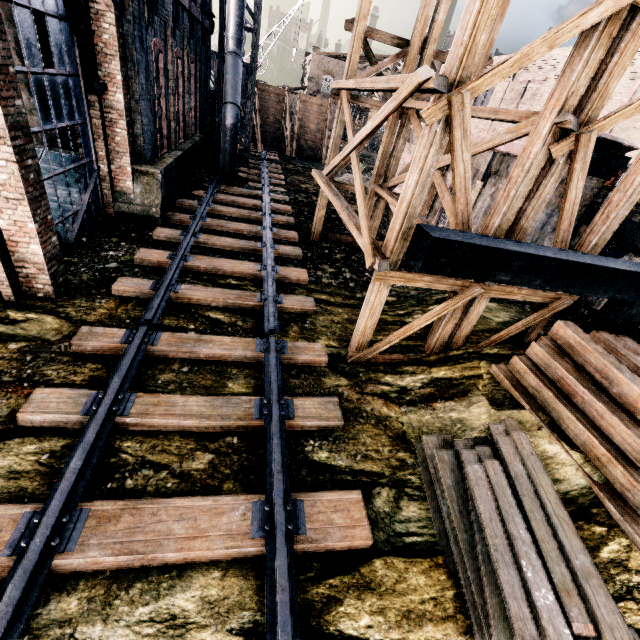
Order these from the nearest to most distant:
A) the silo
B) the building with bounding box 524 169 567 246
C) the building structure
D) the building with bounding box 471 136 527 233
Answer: the building structure < the building with bounding box 524 169 567 246 < the building with bounding box 471 136 527 233 < the silo

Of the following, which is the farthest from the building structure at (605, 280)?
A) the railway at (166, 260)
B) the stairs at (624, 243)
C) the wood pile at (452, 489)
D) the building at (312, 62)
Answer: the building at (312, 62)

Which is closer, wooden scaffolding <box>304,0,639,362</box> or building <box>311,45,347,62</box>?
wooden scaffolding <box>304,0,639,362</box>

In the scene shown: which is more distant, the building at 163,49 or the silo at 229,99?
the silo at 229,99

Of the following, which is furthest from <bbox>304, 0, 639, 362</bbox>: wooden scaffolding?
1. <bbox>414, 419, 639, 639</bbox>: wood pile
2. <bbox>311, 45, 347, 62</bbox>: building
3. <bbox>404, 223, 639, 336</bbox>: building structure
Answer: <bbox>311, 45, 347, 62</bbox>: building

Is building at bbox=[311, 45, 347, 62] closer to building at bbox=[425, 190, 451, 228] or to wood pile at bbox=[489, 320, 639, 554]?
building at bbox=[425, 190, 451, 228]

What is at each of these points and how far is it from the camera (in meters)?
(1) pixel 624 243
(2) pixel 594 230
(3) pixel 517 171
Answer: (1) stairs, 9.18
(2) wooden scaffolding, 7.42
(3) wooden scaffolding, 6.35

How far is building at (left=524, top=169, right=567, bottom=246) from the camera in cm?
939
